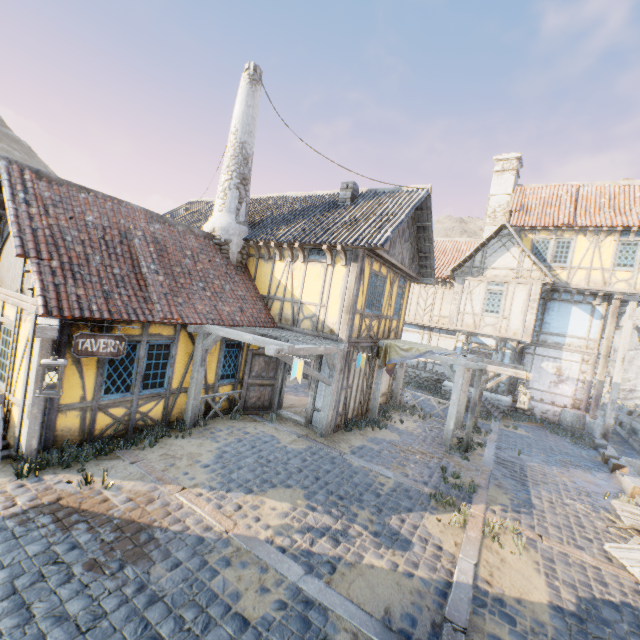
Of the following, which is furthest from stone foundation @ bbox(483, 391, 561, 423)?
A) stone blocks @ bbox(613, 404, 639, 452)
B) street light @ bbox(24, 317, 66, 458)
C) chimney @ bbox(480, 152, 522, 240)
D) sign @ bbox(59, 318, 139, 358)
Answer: street light @ bbox(24, 317, 66, 458)

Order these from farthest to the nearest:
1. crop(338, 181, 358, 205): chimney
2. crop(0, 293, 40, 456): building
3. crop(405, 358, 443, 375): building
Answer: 1. crop(405, 358, 443, 375): building
2. crop(338, 181, 358, 205): chimney
3. crop(0, 293, 40, 456): building

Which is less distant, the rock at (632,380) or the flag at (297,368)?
the flag at (297,368)

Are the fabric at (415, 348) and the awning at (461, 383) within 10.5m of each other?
yes

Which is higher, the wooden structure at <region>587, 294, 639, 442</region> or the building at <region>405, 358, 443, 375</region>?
the building at <region>405, 358, 443, 375</region>

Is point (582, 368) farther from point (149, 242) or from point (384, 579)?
point (149, 242)

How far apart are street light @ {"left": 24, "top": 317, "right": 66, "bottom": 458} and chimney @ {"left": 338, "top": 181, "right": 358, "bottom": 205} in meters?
9.5

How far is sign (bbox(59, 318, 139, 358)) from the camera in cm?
617
